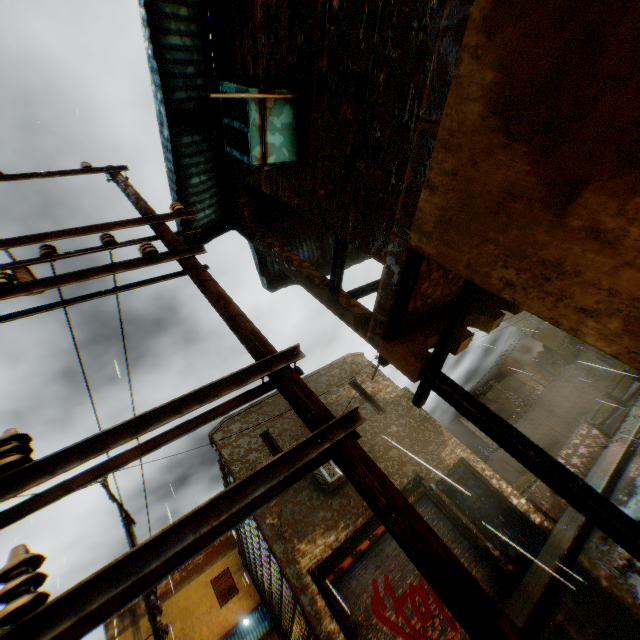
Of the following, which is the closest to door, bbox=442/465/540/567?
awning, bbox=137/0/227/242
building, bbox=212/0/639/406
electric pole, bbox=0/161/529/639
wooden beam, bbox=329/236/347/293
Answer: building, bbox=212/0/639/406

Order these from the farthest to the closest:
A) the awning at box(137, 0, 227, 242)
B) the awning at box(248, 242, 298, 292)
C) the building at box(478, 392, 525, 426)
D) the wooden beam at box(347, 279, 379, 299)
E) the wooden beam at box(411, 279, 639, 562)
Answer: the building at box(478, 392, 525, 426) → the awning at box(248, 242, 298, 292) → the wooden beam at box(347, 279, 379, 299) → the awning at box(137, 0, 227, 242) → the wooden beam at box(411, 279, 639, 562)

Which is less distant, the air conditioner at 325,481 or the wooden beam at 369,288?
the wooden beam at 369,288

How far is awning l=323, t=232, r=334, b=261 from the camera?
8.7m

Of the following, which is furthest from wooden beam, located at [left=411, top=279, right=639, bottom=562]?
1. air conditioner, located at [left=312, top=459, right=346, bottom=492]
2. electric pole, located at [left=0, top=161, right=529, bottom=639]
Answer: air conditioner, located at [left=312, top=459, right=346, bottom=492]

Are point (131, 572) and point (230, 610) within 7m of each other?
no

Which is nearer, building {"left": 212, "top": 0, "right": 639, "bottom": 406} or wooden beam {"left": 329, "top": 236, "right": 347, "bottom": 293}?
building {"left": 212, "top": 0, "right": 639, "bottom": 406}

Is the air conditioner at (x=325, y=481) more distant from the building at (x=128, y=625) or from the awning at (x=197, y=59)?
the awning at (x=197, y=59)
